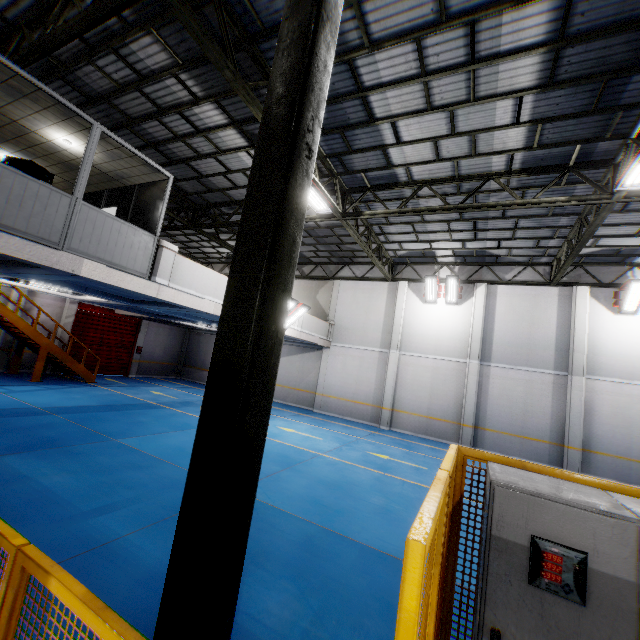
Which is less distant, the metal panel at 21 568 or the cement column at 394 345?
the metal panel at 21 568

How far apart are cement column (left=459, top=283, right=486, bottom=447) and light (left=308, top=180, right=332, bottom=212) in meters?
9.5

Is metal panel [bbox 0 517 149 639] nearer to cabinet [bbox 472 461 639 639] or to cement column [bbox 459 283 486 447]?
cabinet [bbox 472 461 639 639]

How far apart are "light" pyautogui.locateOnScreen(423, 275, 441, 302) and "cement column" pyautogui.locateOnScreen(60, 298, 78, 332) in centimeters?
1861cm

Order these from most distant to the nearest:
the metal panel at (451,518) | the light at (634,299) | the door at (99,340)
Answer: the door at (99,340) → the light at (634,299) → the metal panel at (451,518)

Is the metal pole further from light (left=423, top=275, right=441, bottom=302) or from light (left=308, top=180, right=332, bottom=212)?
light (left=423, top=275, right=441, bottom=302)

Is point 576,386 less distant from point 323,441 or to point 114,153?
point 323,441

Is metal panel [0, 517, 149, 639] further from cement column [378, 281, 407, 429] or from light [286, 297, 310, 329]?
cement column [378, 281, 407, 429]
